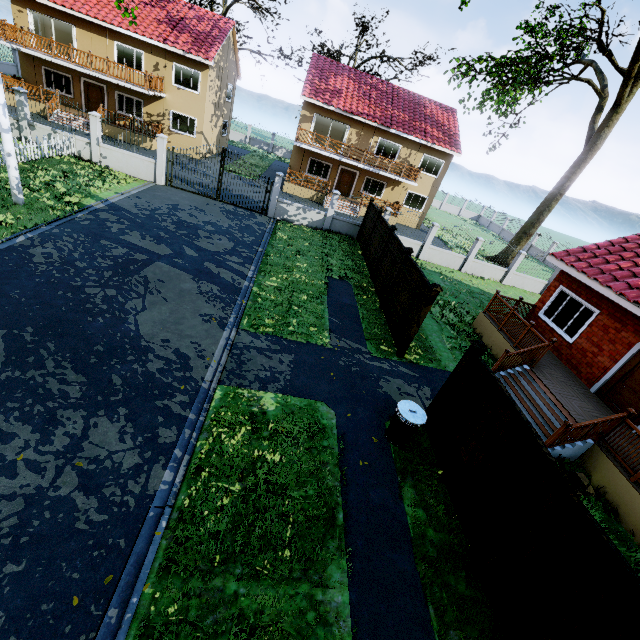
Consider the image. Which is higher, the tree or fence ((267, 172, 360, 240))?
the tree

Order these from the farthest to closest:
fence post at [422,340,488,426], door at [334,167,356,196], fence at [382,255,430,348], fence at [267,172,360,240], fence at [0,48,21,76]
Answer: fence at [0,48,21,76] < door at [334,167,356,196] < fence at [267,172,360,240] < fence at [382,255,430,348] < fence post at [422,340,488,426]

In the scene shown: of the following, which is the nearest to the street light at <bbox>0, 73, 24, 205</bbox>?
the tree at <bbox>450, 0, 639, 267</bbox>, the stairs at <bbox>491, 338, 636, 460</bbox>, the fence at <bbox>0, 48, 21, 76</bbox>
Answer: the tree at <bbox>450, 0, 639, 267</bbox>

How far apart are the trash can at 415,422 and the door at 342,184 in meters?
24.6 m

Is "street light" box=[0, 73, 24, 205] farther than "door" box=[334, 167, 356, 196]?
No

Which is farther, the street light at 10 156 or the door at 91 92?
the door at 91 92

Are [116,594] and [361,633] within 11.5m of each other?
yes

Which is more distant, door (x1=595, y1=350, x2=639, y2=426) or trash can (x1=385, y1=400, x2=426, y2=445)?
Answer: door (x1=595, y1=350, x2=639, y2=426)
